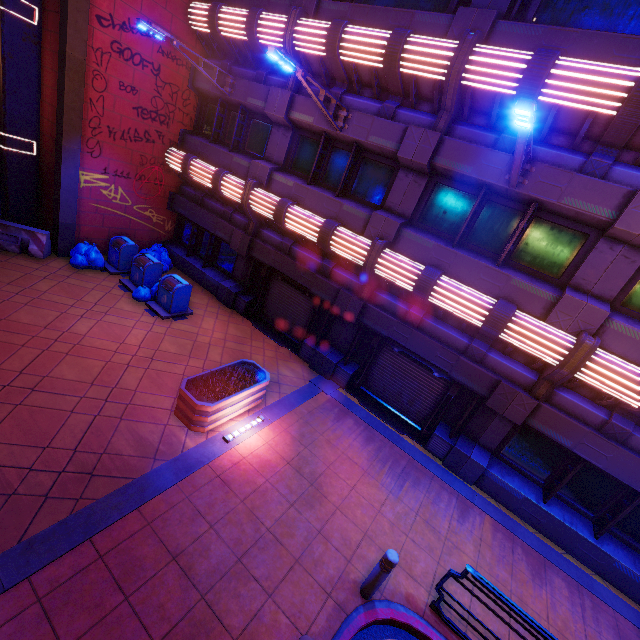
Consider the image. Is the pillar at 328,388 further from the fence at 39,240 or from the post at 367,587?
the fence at 39,240

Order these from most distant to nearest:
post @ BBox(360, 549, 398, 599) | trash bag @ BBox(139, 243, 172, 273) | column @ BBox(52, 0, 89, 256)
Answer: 1. trash bag @ BBox(139, 243, 172, 273)
2. column @ BBox(52, 0, 89, 256)
3. post @ BBox(360, 549, 398, 599)

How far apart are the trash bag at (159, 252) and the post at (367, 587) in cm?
1252

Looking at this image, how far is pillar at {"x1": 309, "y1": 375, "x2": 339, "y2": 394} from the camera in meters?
10.1 m

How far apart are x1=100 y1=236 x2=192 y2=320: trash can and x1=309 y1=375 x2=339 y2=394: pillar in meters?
6.4

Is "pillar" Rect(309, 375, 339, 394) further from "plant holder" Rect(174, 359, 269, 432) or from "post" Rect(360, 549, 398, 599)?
"post" Rect(360, 549, 398, 599)

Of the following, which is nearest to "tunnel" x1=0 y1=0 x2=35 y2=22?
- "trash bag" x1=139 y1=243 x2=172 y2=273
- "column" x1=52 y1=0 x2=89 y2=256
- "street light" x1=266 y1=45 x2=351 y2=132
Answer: "column" x1=52 y1=0 x2=89 y2=256

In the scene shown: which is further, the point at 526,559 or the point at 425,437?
the point at 425,437
